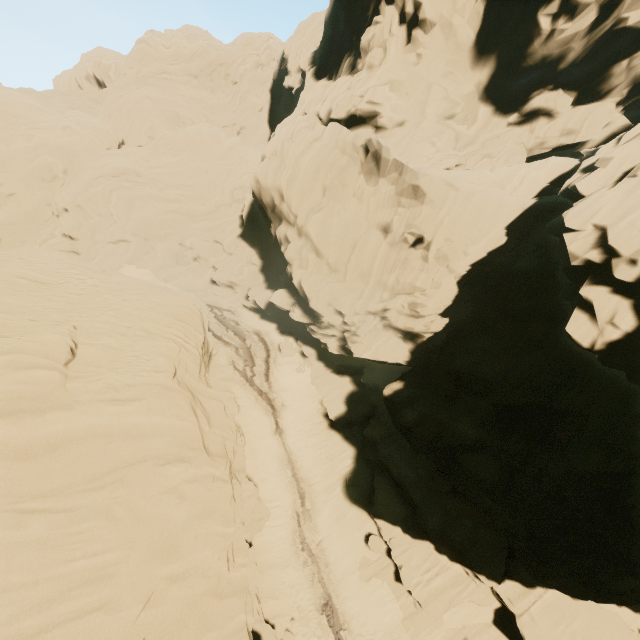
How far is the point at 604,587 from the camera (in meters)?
13.61
